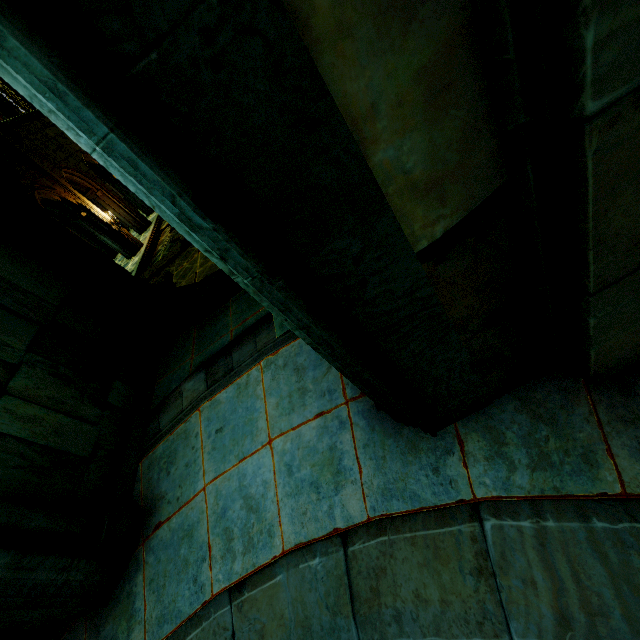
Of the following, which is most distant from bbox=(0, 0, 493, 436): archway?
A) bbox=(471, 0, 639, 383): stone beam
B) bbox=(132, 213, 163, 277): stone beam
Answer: bbox=(132, 213, 163, 277): stone beam

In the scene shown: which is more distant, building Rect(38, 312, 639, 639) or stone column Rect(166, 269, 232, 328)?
stone column Rect(166, 269, 232, 328)

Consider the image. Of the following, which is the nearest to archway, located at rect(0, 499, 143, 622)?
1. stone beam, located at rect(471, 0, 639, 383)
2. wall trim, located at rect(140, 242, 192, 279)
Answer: stone beam, located at rect(471, 0, 639, 383)

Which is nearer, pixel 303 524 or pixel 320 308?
pixel 320 308

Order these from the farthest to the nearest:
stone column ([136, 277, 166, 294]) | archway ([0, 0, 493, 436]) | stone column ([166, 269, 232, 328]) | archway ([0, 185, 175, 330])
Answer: stone column ([136, 277, 166, 294]) → stone column ([166, 269, 232, 328]) → archway ([0, 185, 175, 330]) → archway ([0, 0, 493, 436])

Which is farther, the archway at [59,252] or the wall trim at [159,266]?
the wall trim at [159,266]

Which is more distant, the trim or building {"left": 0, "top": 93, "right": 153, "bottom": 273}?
building {"left": 0, "top": 93, "right": 153, "bottom": 273}

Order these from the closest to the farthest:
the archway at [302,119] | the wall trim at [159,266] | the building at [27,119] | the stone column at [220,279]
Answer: the archway at [302,119] < the stone column at [220,279] < the wall trim at [159,266] < the building at [27,119]
